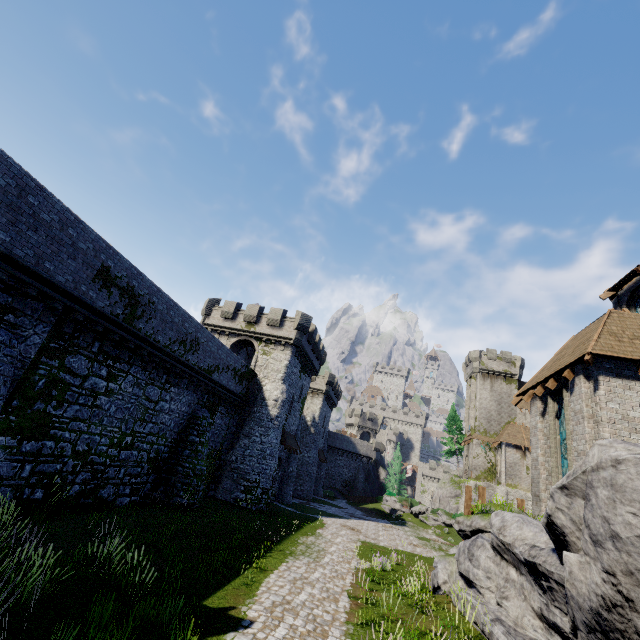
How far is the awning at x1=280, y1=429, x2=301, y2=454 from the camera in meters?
29.2

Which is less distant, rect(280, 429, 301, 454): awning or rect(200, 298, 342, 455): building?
rect(280, 429, 301, 454): awning

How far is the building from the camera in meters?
29.9 m

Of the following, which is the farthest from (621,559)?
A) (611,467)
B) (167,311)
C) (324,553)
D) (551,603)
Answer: (167,311)

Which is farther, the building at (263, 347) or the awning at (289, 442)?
the building at (263, 347)

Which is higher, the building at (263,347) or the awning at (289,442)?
the building at (263,347)

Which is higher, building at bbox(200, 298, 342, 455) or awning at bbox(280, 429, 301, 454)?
building at bbox(200, 298, 342, 455)
